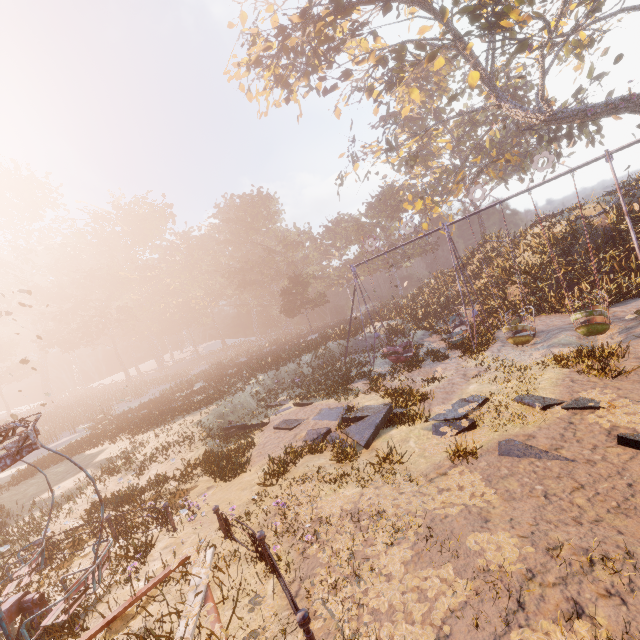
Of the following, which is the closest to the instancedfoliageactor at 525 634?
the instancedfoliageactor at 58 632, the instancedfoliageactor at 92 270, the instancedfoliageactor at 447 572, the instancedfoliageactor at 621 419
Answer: the instancedfoliageactor at 447 572

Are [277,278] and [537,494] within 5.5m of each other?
no

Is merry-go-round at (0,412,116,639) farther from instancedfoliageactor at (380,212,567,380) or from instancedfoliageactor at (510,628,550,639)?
instancedfoliageactor at (380,212,567,380)

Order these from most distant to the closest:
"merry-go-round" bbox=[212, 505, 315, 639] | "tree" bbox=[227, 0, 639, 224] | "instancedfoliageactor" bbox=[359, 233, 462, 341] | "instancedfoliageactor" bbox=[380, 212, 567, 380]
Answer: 1. "instancedfoliageactor" bbox=[359, 233, 462, 341]
2. "tree" bbox=[227, 0, 639, 224]
3. "instancedfoliageactor" bbox=[380, 212, 567, 380]
4. "merry-go-round" bbox=[212, 505, 315, 639]

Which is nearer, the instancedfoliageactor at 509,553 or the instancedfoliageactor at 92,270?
the instancedfoliageactor at 509,553

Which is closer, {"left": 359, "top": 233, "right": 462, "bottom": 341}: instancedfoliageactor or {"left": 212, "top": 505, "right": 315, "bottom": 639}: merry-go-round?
{"left": 212, "top": 505, "right": 315, "bottom": 639}: merry-go-round

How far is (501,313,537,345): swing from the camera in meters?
13.3 m
